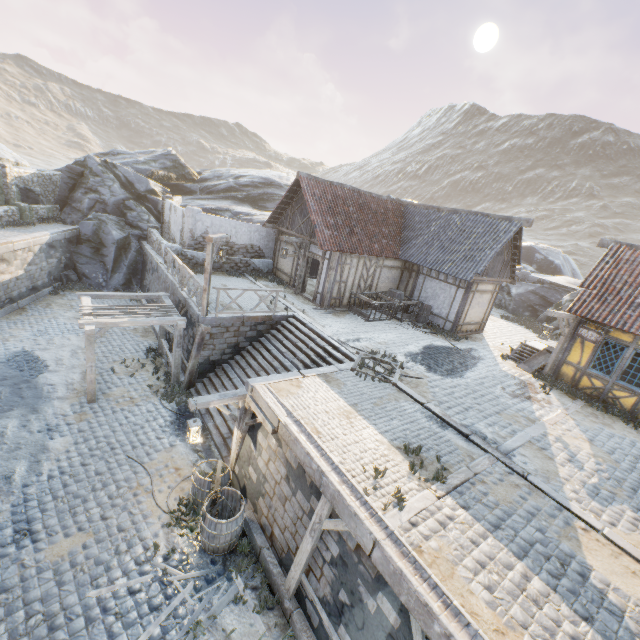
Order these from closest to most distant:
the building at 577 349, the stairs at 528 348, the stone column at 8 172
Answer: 1. the building at 577 349
2. the stairs at 528 348
3. the stone column at 8 172

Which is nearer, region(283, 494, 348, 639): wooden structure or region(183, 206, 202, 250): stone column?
region(283, 494, 348, 639): wooden structure

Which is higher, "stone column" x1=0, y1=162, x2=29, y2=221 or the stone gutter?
"stone column" x1=0, y1=162, x2=29, y2=221

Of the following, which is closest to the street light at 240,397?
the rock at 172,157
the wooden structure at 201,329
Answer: the wooden structure at 201,329

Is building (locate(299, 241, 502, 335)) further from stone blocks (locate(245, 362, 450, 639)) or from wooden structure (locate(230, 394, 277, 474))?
wooden structure (locate(230, 394, 277, 474))

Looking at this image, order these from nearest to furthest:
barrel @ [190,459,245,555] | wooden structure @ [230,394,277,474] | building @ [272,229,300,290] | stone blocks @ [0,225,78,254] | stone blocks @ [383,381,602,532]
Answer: stone blocks @ [383,381,602,532] → barrel @ [190,459,245,555] → wooden structure @ [230,394,277,474] → stone blocks @ [0,225,78,254] → building @ [272,229,300,290]

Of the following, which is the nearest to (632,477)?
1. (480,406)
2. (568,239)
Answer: (480,406)

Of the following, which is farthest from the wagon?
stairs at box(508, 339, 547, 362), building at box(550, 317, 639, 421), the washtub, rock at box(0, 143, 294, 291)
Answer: rock at box(0, 143, 294, 291)
